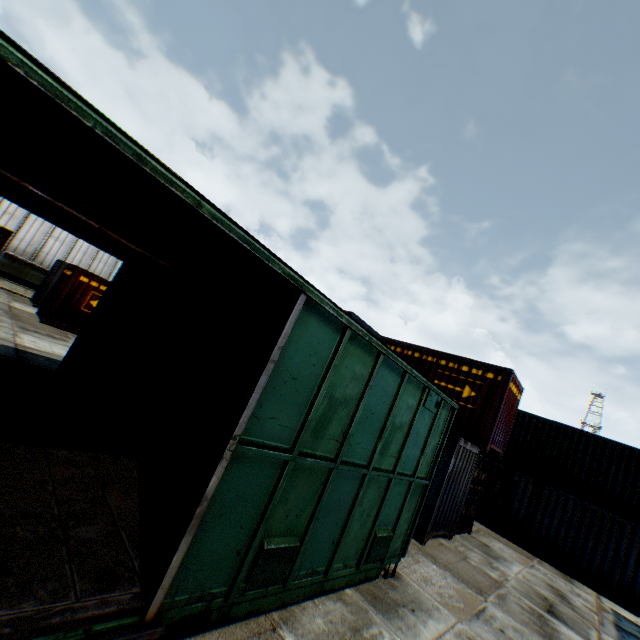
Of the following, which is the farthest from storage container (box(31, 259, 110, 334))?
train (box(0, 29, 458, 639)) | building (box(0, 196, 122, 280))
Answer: building (box(0, 196, 122, 280))

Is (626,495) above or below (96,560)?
above

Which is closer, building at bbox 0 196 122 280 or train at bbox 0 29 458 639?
train at bbox 0 29 458 639

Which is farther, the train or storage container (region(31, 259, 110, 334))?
storage container (region(31, 259, 110, 334))

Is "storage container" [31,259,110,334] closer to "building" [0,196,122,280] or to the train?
the train

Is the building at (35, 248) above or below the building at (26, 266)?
above

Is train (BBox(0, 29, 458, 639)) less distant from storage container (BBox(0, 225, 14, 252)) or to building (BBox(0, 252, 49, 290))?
storage container (BBox(0, 225, 14, 252))

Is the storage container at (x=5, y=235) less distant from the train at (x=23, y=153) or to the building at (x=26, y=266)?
the building at (x=26, y=266)
